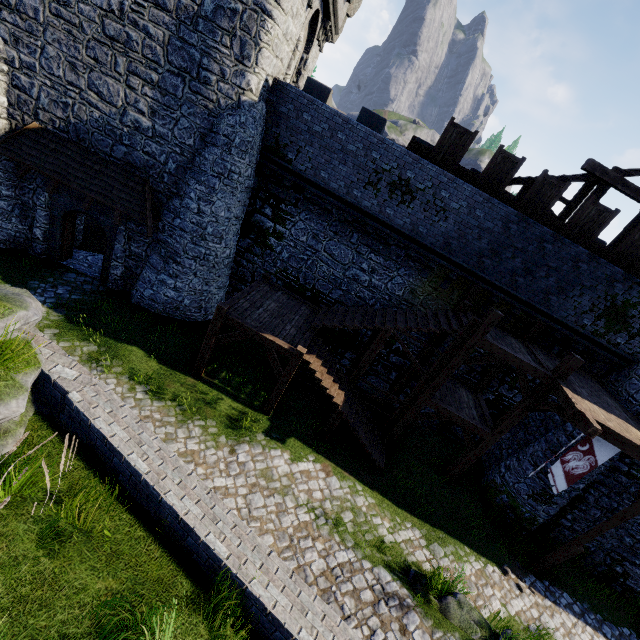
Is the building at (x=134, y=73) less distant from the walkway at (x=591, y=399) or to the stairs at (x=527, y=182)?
the stairs at (x=527, y=182)

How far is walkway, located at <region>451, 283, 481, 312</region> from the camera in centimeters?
1310cm

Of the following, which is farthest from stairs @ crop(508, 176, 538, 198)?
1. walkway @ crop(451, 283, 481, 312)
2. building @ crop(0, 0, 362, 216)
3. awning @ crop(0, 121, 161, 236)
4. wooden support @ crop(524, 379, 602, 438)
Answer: awning @ crop(0, 121, 161, 236)

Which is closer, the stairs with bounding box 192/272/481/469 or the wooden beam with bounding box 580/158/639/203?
the stairs with bounding box 192/272/481/469

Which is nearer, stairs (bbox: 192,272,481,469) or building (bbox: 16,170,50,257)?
stairs (bbox: 192,272,481,469)

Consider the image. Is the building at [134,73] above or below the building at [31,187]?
above

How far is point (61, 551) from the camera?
3.4m

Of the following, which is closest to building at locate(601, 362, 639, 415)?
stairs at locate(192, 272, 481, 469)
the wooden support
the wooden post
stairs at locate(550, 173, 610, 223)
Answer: stairs at locate(550, 173, 610, 223)
